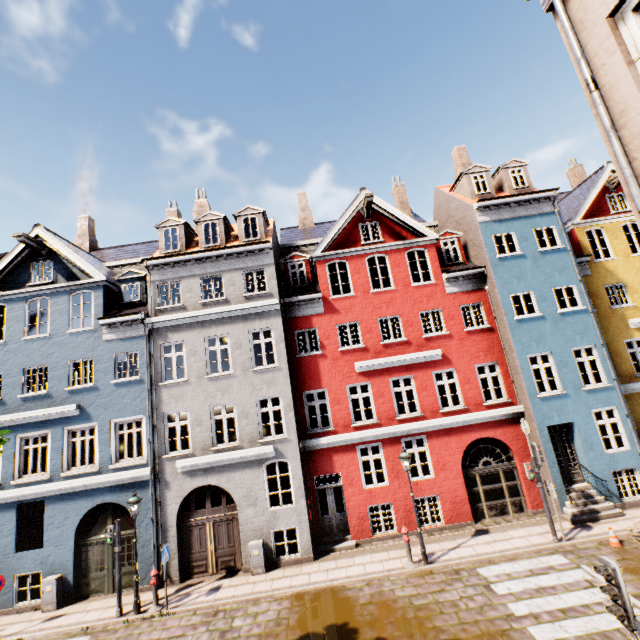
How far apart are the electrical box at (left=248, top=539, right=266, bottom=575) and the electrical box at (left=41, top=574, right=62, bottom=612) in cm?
726

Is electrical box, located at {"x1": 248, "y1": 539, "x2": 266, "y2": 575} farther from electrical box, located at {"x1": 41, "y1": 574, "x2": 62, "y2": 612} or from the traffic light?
the traffic light

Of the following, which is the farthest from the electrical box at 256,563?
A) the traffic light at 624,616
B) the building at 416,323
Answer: the traffic light at 624,616

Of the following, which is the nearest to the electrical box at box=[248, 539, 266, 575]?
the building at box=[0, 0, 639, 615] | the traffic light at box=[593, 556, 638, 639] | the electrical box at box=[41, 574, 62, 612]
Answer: the building at box=[0, 0, 639, 615]

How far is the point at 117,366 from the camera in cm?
1420

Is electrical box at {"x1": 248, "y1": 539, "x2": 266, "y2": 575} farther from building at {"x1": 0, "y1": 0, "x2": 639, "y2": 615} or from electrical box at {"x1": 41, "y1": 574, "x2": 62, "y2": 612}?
electrical box at {"x1": 41, "y1": 574, "x2": 62, "y2": 612}

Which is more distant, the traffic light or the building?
the building

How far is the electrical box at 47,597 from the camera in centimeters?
1188cm
